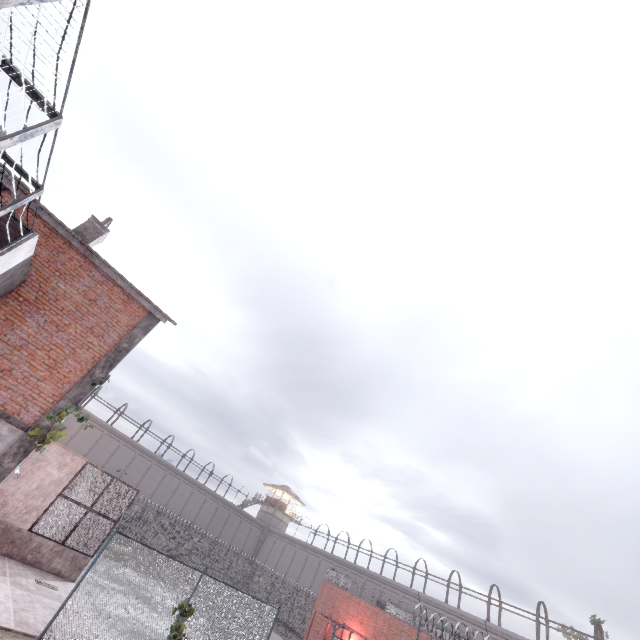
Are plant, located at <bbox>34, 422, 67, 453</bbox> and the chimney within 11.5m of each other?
yes

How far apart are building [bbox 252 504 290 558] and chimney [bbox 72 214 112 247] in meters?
53.8

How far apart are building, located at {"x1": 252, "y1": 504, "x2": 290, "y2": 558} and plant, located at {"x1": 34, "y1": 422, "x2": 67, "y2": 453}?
52.6 meters

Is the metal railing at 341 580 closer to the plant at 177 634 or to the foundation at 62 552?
the plant at 177 634

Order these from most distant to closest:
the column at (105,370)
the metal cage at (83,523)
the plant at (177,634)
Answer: the metal cage at (83,523), the plant at (177,634), the column at (105,370)

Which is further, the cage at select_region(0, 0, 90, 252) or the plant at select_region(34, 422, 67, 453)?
the plant at select_region(34, 422, 67, 453)

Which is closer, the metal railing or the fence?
the fence

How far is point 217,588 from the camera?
A: 11.9 meters
